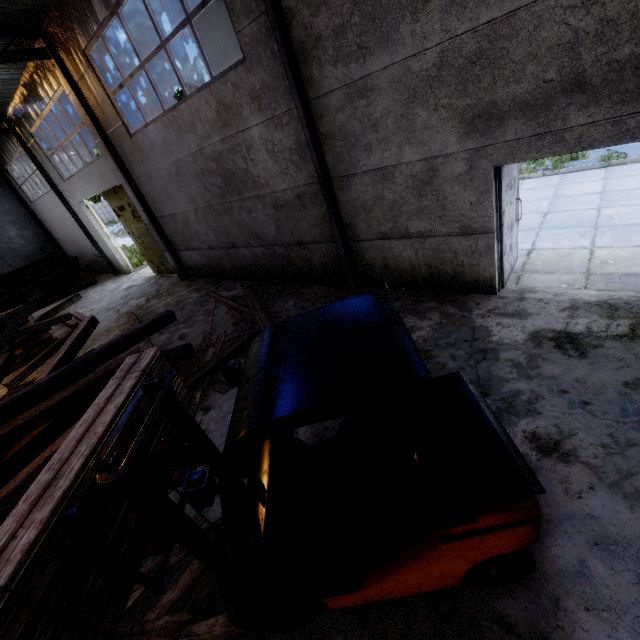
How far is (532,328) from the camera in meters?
4.8 m

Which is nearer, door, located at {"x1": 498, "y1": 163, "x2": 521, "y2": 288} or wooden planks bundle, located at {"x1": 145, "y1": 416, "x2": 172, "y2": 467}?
wooden planks bundle, located at {"x1": 145, "y1": 416, "x2": 172, "y2": 467}

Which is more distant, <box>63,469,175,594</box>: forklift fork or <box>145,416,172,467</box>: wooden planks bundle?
<box>145,416,172,467</box>: wooden planks bundle

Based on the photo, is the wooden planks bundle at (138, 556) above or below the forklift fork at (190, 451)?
below

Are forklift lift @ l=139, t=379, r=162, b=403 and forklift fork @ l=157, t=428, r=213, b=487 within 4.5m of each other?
yes

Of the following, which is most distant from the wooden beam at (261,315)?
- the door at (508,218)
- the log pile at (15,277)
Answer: the log pile at (15,277)

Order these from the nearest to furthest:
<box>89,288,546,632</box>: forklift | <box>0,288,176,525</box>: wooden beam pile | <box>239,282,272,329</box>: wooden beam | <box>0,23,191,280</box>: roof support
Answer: <box>89,288,546,632</box>: forklift
<box>0,288,176,525</box>: wooden beam pile
<box>239,282,272,329</box>: wooden beam
<box>0,23,191,280</box>: roof support

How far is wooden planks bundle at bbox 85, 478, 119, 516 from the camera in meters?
2.3 m
